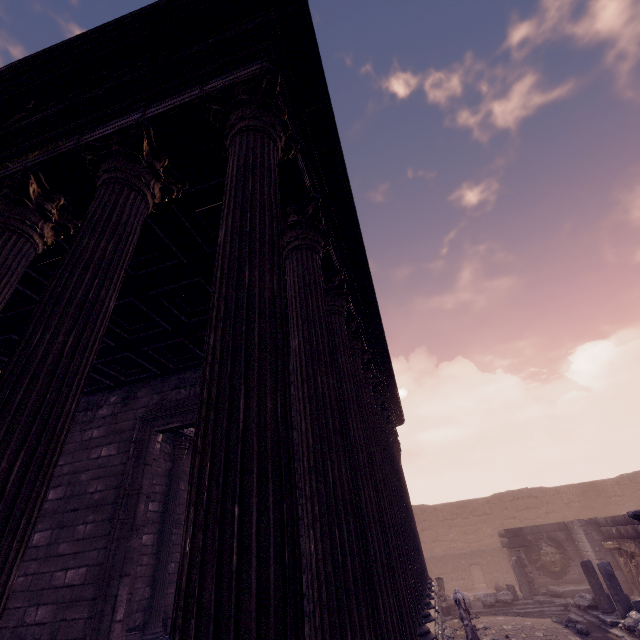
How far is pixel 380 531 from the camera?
3.4m

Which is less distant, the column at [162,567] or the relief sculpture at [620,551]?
the column at [162,567]

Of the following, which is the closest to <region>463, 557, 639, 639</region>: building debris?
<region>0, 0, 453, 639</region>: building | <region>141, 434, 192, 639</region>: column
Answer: <region>0, 0, 453, 639</region>: building

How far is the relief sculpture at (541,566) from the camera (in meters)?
15.21

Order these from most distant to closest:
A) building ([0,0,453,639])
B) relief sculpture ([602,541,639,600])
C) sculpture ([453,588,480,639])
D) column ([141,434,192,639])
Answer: relief sculpture ([602,541,639,600]) < sculpture ([453,588,480,639]) < column ([141,434,192,639]) < building ([0,0,453,639])

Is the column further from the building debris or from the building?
the building debris

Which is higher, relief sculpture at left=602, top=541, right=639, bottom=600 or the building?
the building
